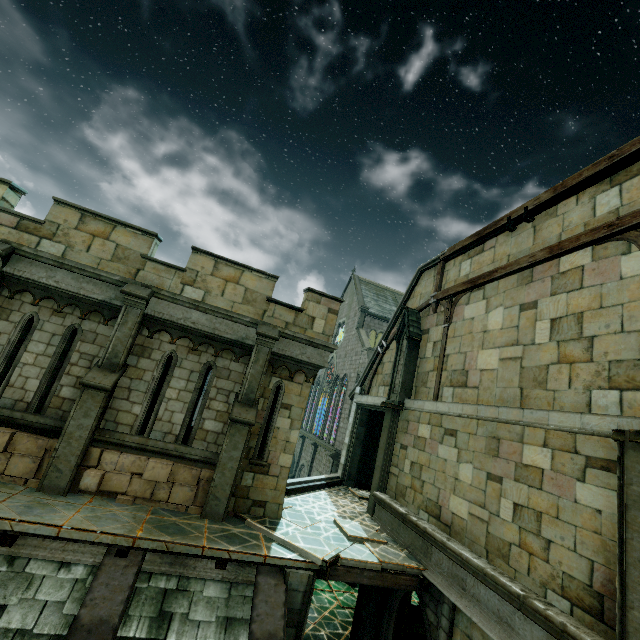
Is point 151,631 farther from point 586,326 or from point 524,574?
point 586,326

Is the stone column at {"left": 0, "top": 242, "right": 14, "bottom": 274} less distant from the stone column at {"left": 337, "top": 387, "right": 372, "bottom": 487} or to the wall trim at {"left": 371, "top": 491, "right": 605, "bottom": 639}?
the wall trim at {"left": 371, "top": 491, "right": 605, "bottom": 639}

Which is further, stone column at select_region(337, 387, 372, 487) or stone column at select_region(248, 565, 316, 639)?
stone column at select_region(337, 387, 372, 487)

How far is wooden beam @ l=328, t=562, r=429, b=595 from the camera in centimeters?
730cm

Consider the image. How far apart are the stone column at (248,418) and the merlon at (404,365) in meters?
5.4 m

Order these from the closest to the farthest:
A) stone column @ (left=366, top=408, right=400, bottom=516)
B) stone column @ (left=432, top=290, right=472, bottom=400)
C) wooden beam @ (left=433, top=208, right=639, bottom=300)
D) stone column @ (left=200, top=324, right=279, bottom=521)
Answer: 1. wooden beam @ (left=433, top=208, right=639, bottom=300)
2. stone column @ (left=200, top=324, right=279, bottom=521)
3. stone column @ (left=432, top=290, right=472, bottom=400)
4. stone column @ (left=366, top=408, right=400, bottom=516)

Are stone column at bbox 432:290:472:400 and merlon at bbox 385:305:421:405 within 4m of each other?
yes

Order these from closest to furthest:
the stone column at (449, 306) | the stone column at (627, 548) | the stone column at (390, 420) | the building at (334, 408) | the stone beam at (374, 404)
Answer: the stone column at (627, 548) → the stone column at (449, 306) → the stone column at (390, 420) → the stone beam at (374, 404) → the building at (334, 408)
